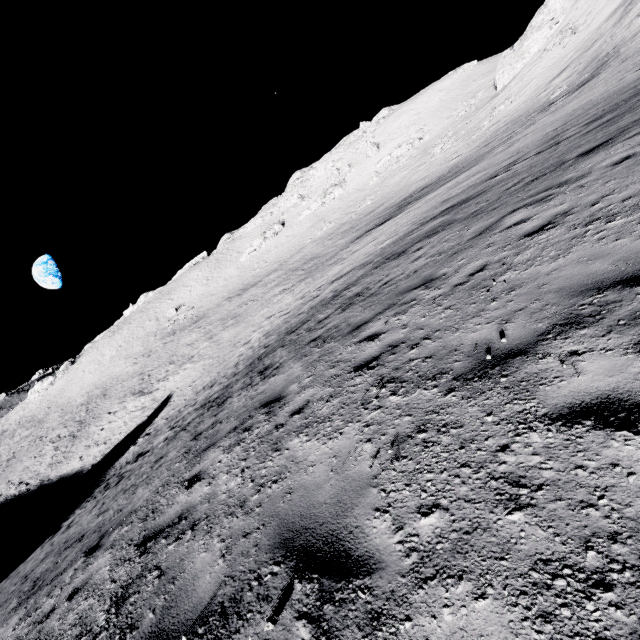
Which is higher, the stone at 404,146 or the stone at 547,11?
the stone at 547,11

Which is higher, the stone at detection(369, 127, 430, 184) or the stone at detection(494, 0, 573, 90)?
the stone at detection(494, 0, 573, 90)

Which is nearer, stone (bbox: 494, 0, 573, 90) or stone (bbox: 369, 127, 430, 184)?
stone (bbox: 494, 0, 573, 90)

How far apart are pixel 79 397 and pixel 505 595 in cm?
7082

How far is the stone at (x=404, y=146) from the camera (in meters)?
54.69

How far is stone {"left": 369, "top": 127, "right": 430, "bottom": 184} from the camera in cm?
5469
